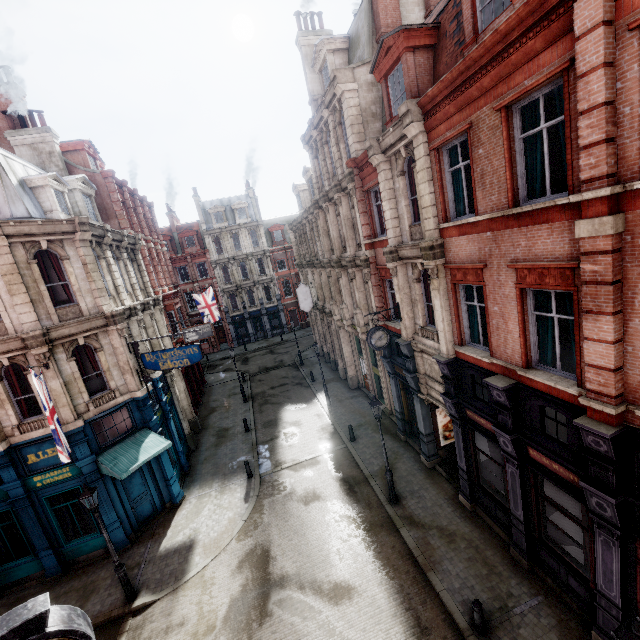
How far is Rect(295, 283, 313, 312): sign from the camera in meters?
27.6

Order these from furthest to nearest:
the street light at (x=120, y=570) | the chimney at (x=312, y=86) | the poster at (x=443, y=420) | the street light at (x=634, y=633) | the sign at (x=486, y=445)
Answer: the chimney at (x=312, y=86) < the poster at (x=443, y=420) < the street light at (x=120, y=570) < the sign at (x=486, y=445) < the street light at (x=634, y=633)

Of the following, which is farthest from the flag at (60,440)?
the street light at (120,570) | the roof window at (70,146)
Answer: the roof window at (70,146)

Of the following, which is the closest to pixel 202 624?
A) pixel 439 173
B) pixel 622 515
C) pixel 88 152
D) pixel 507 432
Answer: pixel 507 432

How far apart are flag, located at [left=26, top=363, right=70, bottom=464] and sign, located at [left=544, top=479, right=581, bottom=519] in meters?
13.8 m

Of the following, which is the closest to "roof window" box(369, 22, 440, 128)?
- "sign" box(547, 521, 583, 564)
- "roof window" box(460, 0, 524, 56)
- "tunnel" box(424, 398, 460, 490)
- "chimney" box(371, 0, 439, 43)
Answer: "chimney" box(371, 0, 439, 43)

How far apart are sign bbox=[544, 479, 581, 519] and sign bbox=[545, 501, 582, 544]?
0.3 meters

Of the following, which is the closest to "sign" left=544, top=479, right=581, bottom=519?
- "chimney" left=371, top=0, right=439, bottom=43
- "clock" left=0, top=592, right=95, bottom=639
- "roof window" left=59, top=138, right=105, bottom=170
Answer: "clock" left=0, top=592, right=95, bottom=639
